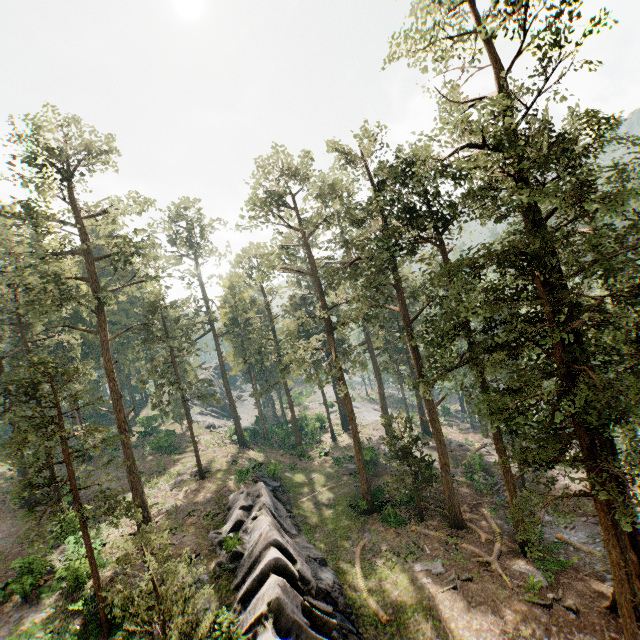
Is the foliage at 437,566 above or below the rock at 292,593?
below

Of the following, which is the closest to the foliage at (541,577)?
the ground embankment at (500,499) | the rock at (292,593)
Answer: the ground embankment at (500,499)

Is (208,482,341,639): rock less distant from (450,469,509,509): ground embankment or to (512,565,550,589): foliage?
(512,565,550,589): foliage

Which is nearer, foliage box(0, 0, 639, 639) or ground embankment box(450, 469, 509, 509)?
foliage box(0, 0, 639, 639)

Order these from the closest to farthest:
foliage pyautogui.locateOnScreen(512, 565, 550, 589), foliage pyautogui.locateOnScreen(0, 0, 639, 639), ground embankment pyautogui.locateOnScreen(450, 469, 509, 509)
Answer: foliage pyautogui.locateOnScreen(0, 0, 639, 639) < foliage pyautogui.locateOnScreen(512, 565, 550, 589) < ground embankment pyautogui.locateOnScreen(450, 469, 509, 509)

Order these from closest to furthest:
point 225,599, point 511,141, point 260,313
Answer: point 511,141
point 225,599
point 260,313
